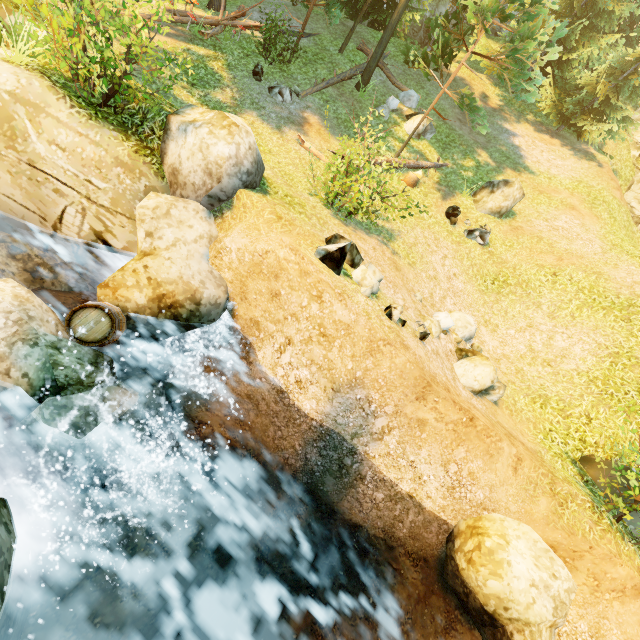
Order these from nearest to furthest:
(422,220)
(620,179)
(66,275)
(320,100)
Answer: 1. (66,275)
2. (422,220)
3. (320,100)
4. (620,179)

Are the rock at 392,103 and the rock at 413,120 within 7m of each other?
yes

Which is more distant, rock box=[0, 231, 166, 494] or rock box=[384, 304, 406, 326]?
rock box=[384, 304, 406, 326]

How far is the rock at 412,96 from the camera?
15.4m

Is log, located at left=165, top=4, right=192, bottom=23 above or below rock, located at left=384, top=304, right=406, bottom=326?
above

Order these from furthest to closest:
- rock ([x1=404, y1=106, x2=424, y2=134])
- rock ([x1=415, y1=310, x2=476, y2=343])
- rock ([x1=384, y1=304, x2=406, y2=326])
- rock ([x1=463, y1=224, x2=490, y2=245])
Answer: rock ([x1=404, y1=106, x2=424, y2=134]), rock ([x1=463, y1=224, x2=490, y2=245]), rock ([x1=415, y1=310, x2=476, y2=343]), rock ([x1=384, y1=304, x2=406, y2=326])

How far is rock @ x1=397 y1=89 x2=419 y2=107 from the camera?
15.4 meters

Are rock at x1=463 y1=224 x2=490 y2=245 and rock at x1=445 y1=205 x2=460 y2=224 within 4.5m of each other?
→ yes
